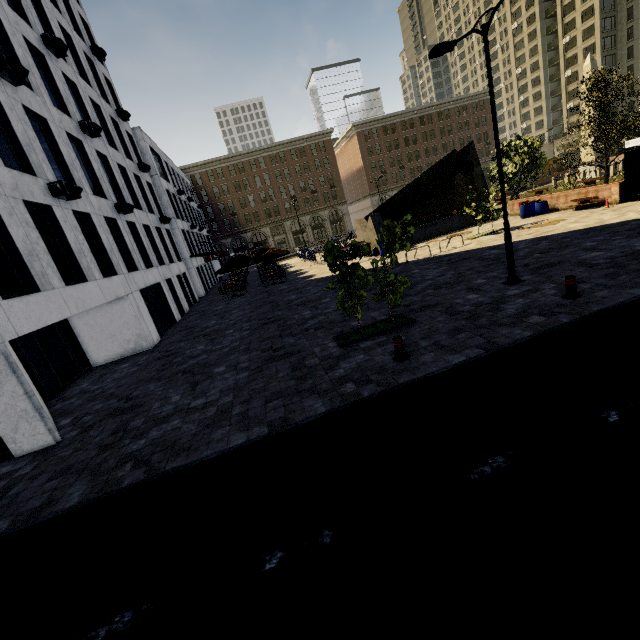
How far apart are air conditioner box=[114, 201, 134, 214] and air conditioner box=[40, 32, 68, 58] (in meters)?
7.18

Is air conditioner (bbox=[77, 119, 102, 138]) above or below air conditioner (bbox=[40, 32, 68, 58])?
below

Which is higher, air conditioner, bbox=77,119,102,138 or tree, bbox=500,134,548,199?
air conditioner, bbox=77,119,102,138

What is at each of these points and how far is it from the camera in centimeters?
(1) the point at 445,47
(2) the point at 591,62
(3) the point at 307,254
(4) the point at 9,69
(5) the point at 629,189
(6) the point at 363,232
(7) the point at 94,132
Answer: (1) street light, 1027cm
(2) obelisk, 3212cm
(3) fence, 3544cm
(4) air conditioner, 1058cm
(5) atm, 1830cm
(6) underground building, 2912cm
(7) air conditioner, 1641cm

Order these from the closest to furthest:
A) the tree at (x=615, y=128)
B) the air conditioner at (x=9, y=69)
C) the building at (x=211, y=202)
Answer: the air conditioner at (x=9, y=69) < the tree at (x=615, y=128) < the building at (x=211, y=202)

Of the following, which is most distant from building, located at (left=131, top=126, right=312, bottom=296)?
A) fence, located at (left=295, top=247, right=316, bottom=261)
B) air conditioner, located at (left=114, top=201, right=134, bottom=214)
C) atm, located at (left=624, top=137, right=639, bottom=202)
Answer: air conditioner, located at (left=114, top=201, right=134, bottom=214)

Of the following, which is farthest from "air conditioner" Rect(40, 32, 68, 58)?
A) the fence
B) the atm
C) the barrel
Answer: the atm

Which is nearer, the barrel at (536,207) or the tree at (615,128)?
the tree at (615,128)
